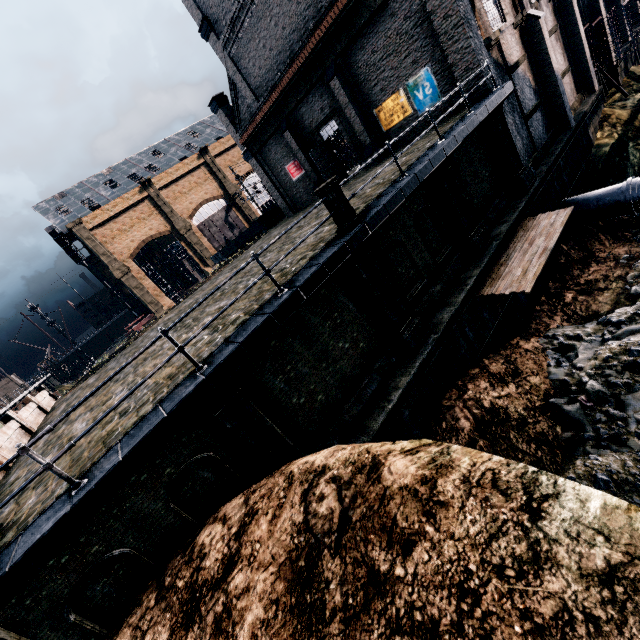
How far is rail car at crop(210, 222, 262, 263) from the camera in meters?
47.7 m

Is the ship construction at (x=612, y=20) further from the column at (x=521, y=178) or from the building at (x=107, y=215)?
the column at (x=521, y=178)

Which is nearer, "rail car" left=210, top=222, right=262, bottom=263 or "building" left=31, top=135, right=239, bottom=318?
"rail car" left=210, top=222, right=262, bottom=263

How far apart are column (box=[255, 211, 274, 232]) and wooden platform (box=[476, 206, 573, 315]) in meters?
25.4 m

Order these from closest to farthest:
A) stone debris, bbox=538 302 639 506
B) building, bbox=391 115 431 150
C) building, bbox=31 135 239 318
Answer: stone debris, bbox=538 302 639 506 → building, bbox=391 115 431 150 → building, bbox=31 135 239 318

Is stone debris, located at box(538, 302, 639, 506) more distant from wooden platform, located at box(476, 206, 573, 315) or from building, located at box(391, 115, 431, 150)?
building, located at box(391, 115, 431, 150)

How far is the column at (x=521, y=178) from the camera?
15.1 meters

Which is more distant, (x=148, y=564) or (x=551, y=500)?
(x=148, y=564)
